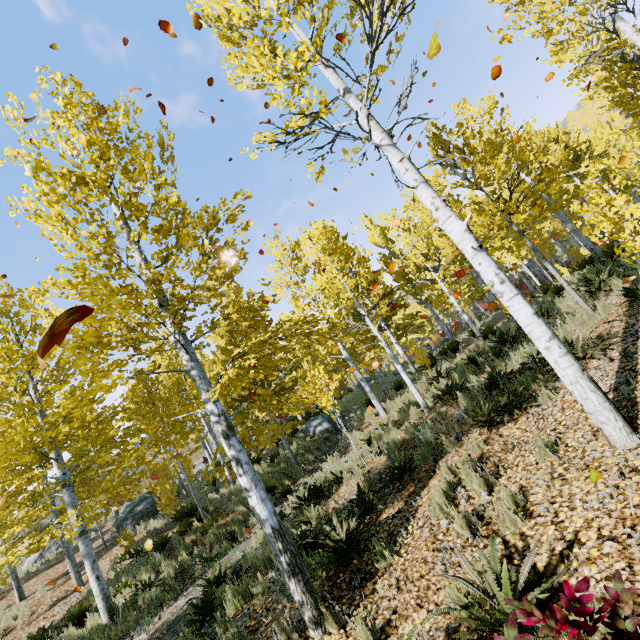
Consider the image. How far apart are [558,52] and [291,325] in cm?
864

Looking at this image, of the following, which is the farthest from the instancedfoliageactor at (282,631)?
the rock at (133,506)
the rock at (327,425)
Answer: the rock at (133,506)

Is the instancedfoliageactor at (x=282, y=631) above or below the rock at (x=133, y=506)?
below

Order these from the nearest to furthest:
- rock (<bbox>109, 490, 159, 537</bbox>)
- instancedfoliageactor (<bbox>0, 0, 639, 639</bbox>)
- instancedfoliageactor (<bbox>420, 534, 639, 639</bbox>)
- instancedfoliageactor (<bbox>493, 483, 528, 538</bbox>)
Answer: instancedfoliageactor (<bbox>420, 534, 639, 639</bbox>)
instancedfoliageactor (<bbox>493, 483, 528, 538</bbox>)
instancedfoliageactor (<bbox>0, 0, 639, 639</bbox>)
rock (<bbox>109, 490, 159, 537</bbox>)

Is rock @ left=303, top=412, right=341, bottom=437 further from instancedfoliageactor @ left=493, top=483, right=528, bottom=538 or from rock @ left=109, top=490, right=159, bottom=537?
rock @ left=109, top=490, right=159, bottom=537

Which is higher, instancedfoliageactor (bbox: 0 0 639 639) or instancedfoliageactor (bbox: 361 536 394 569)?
instancedfoliageactor (bbox: 0 0 639 639)

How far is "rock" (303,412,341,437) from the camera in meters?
17.0 m
